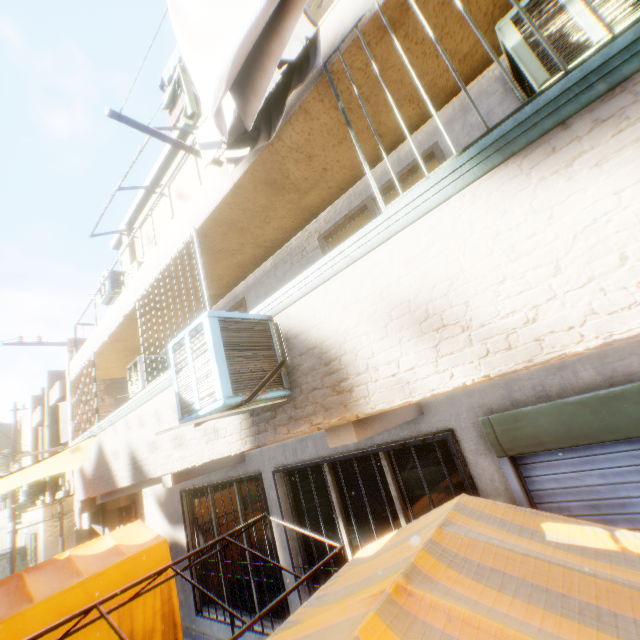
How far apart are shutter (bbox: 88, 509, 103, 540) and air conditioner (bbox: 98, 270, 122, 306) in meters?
9.3

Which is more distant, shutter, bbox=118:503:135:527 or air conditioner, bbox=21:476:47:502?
air conditioner, bbox=21:476:47:502

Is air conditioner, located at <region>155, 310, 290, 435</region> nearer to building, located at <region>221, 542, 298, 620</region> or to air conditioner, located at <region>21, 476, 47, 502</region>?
building, located at <region>221, 542, 298, 620</region>

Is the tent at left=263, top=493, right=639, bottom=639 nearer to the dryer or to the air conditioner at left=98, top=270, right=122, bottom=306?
the dryer

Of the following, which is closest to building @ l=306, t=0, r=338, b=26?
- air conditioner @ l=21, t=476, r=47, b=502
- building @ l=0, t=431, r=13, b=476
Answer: air conditioner @ l=21, t=476, r=47, b=502

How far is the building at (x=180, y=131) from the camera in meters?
6.4 m

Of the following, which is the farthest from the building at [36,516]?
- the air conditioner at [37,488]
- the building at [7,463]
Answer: the building at [7,463]

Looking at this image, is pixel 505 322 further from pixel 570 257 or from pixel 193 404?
pixel 193 404
